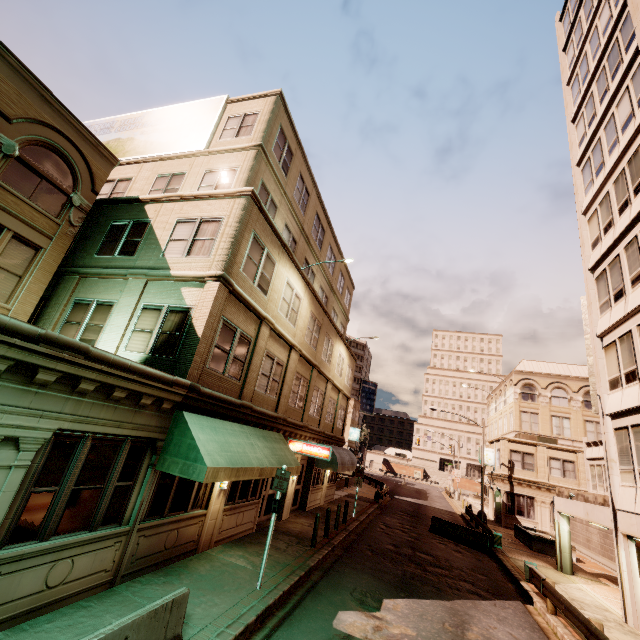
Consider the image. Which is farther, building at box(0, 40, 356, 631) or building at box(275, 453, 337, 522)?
building at box(275, 453, 337, 522)

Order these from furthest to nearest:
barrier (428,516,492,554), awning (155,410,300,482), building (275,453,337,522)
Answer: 1. barrier (428,516,492,554)
2. building (275,453,337,522)
3. awning (155,410,300,482)

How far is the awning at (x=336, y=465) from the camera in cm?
2022

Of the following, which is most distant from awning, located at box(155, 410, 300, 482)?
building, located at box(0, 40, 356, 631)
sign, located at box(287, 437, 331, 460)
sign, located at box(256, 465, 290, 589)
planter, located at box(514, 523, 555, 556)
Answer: planter, located at box(514, 523, 555, 556)

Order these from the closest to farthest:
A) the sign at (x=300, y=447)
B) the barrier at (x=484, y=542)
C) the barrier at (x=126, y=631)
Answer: the barrier at (x=126, y=631) → the sign at (x=300, y=447) → the barrier at (x=484, y=542)

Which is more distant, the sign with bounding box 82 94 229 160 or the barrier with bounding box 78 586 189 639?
the sign with bounding box 82 94 229 160

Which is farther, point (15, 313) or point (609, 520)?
point (609, 520)

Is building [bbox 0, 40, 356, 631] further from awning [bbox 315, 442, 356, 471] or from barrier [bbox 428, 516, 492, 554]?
barrier [bbox 428, 516, 492, 554]
